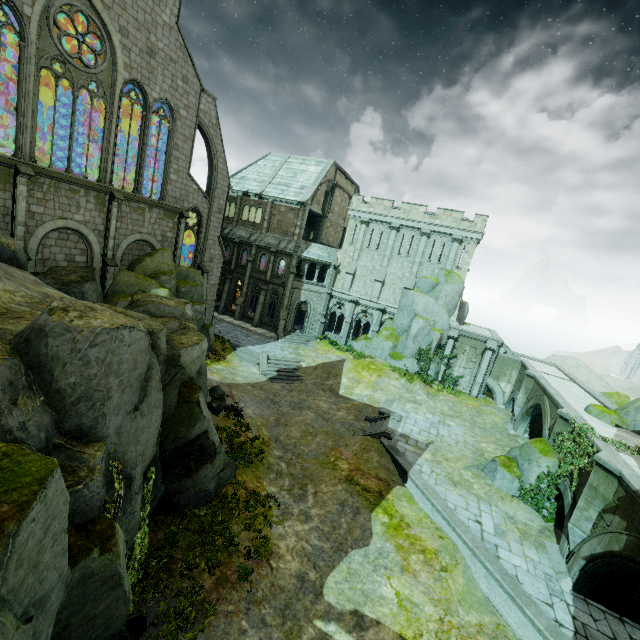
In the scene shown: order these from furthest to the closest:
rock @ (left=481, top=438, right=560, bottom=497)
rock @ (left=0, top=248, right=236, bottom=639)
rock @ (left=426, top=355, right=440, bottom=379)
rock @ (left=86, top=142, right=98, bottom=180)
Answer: rock @ (left=426, top=355, right=440, bottom=379) < rock @ (left=86, top=142, right=98, bottom=180) < rock @ (left=481, top=438, right=560, bottom=497) < rock @ (left=0, top=248, right=236, bottom=639)

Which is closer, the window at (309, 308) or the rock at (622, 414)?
the rock at (622, 414)

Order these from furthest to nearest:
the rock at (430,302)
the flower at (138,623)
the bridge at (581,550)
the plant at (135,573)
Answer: the rock at (430,302)
the bridge at (581,550)
the plant at (135,573)
the flower at (138,623)

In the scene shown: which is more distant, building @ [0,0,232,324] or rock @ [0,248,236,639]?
building @ [0,0,232,324]

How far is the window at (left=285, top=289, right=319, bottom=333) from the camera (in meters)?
35.94

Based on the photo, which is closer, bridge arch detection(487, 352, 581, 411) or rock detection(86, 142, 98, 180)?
rock detection(86, 142, 98, 180)

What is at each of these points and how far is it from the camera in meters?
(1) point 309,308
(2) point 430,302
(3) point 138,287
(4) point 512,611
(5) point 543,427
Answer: (1) window, 36.8
(2) rock, 31.4
(3) rock, 21.2
(4) wall trim, 11.3
(5) bridge, 19.6

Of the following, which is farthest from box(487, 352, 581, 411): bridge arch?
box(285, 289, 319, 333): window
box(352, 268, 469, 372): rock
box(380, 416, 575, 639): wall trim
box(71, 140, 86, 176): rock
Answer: box(71, 140, 86, 176): rock
